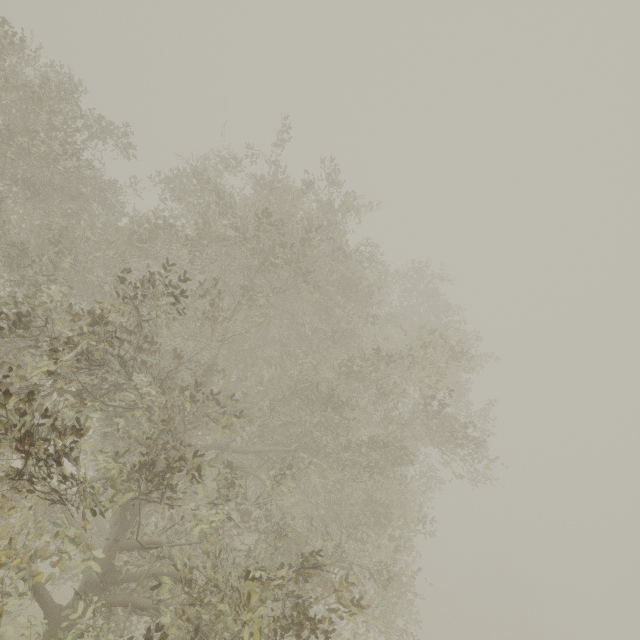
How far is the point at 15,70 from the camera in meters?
6.9
